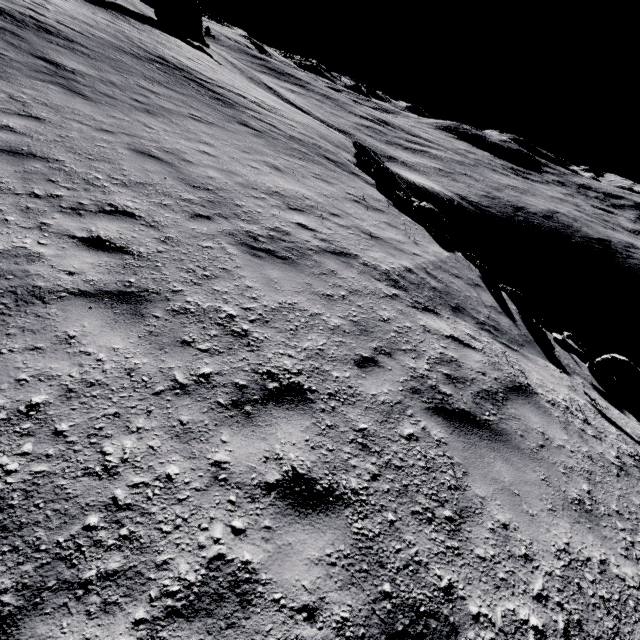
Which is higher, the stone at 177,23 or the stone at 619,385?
the stone at 177,23

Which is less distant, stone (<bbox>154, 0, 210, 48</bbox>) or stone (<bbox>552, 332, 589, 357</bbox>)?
stone (<bbox>552, 332, 589, 357</bbox>)

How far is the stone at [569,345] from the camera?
7.1 meters

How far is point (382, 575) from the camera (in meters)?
2.43

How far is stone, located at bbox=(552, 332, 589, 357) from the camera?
7.14m

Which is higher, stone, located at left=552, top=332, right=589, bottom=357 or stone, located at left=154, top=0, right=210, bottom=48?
stone, located at left=154, top=0, right=210, bottom=48
